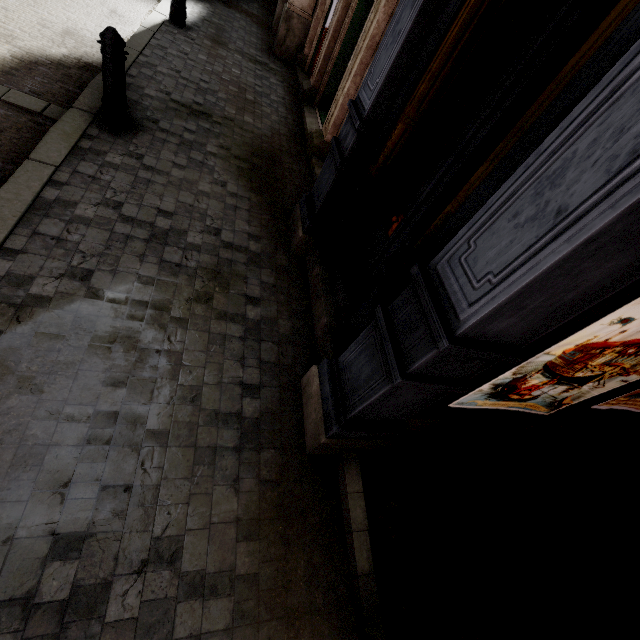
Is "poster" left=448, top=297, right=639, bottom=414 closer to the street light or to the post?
the post

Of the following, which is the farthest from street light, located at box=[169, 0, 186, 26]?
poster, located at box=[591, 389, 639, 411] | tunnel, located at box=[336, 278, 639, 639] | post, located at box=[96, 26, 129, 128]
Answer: poster, located at box=[591, 389, 639, 411]

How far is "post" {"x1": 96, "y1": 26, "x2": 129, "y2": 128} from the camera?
3.4m

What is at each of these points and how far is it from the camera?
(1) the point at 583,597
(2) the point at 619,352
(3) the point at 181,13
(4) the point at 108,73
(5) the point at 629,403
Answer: (1) tunnel, 2.8 meters
(2) poster, 2.1 meters
(3) street light, 6.8 meters
(4) post, 3.6 meters
(5) poster, 3.1 meters

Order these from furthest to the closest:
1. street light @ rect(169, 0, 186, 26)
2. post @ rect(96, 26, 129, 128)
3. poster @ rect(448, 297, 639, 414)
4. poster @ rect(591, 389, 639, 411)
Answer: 1. street light @ rect(169, 0, 186, 26)
2. post @ rect(96, 26, 129, 128)
3. poster @ rect(591, 389, 639, 411)
4. poster @ rect(448, 297, 639, 414)

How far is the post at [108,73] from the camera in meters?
3.4 m

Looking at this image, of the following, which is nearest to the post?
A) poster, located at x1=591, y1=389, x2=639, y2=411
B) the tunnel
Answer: the tunnel

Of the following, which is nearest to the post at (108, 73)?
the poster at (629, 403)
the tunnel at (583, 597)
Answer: the tunnel at (583, 597)
